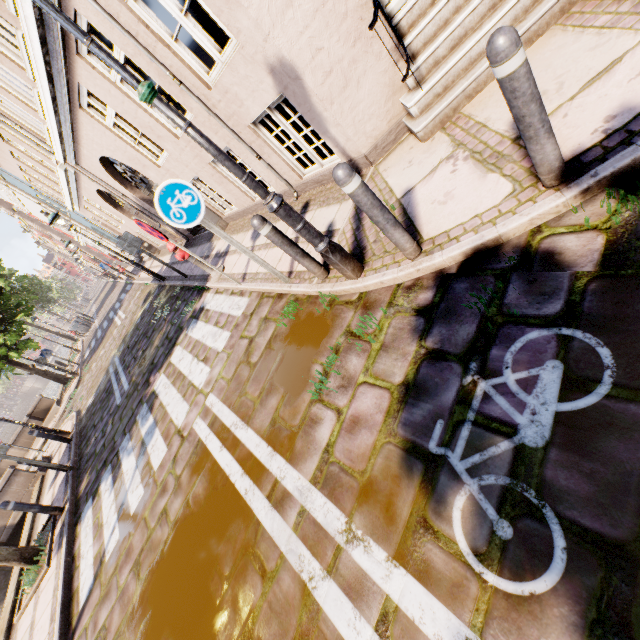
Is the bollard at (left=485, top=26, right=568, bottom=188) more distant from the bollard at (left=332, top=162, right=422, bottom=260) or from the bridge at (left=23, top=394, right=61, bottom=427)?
the bridge at (left=23, top=394, right=61, bottom=427)

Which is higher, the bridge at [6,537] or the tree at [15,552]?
the tree at [15,552]

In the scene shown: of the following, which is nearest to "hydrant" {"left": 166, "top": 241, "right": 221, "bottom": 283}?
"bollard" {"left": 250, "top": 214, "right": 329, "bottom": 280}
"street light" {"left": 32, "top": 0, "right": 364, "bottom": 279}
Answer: "bollard" {"left": 250, "top": 214, "right": 329, "bottom": 280}

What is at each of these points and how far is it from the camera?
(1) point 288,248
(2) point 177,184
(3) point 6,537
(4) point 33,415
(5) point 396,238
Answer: (1) bollard, 3.6 meters
(2) sign, 3.6 meters
(3) bridge, 10.6 meters
(4) bridge, 16.4 meters
(5) bollard, 2.8 meters

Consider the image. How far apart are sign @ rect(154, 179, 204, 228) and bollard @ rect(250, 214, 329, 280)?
0.8m

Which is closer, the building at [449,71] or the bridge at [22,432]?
the building at [449,71]

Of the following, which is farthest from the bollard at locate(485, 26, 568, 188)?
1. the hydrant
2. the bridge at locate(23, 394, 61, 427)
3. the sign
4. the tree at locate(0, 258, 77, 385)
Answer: the bridge at locate(23, 394, 61, 427)

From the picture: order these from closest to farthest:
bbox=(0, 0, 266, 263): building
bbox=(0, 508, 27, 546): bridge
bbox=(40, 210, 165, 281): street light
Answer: bbox=(0, 0, 266, 263): building
bbox=(40, 210, 165, 281): street light
bbox=(0, 508, 27, 546): bridge
